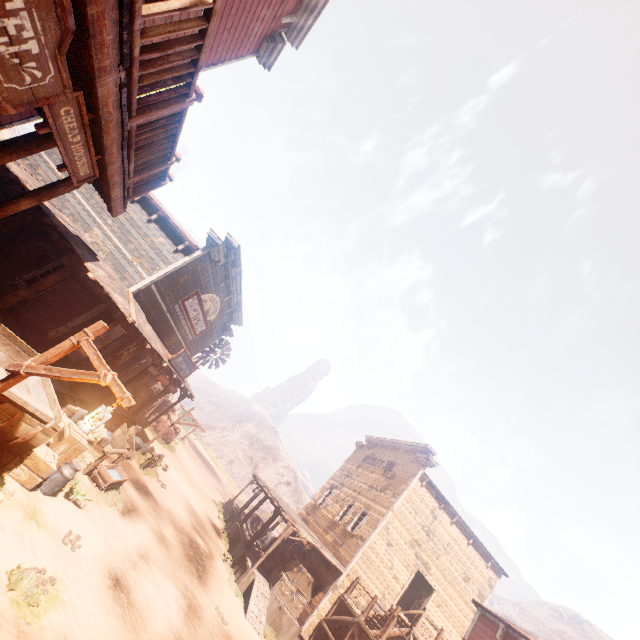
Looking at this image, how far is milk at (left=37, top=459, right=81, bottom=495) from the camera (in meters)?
7.45

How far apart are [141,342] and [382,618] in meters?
18.2

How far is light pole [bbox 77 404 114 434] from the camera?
4.6 meters

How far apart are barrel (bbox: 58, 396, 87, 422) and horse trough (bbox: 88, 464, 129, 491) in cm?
88

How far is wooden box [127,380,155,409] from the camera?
17.1m

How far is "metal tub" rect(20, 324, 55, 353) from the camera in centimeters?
984cm

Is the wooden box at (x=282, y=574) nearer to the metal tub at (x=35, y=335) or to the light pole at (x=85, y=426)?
the metal tub at (x=35, y=335)

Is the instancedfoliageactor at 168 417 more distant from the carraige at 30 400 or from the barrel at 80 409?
the carraige at 30 400
